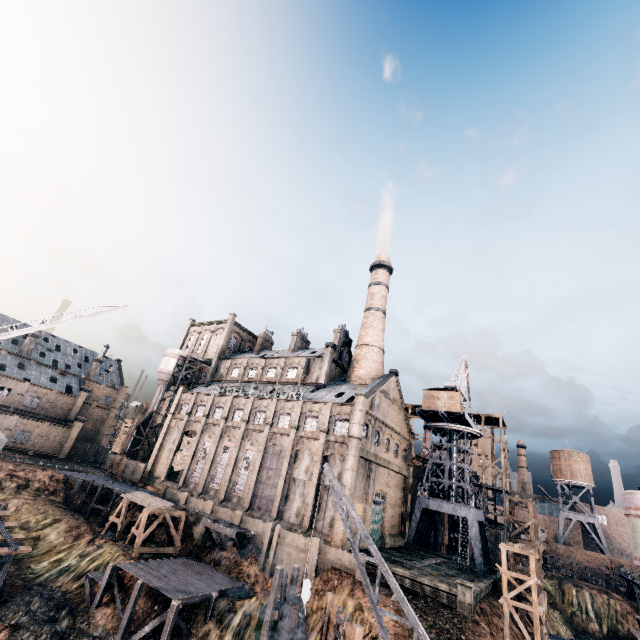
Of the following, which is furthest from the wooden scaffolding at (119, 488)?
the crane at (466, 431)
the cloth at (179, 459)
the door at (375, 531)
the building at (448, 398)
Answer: the building at (448, 398)

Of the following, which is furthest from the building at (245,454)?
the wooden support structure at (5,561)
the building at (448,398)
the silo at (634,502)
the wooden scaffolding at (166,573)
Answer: the wooden support structure at (5,561)

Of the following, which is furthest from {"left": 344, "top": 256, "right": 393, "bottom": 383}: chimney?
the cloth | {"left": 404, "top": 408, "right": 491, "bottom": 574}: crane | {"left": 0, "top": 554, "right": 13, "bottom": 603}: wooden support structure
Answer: {"left": 0, "top": 554, "right": 13, "bottom": 603}: wooden support structure

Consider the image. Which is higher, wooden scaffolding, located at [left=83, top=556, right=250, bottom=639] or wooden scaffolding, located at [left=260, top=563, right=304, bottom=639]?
wooden scaffolding, located at [left=260, top=563, right=304, bottom=639]

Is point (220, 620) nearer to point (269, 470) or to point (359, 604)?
point (359, 604)

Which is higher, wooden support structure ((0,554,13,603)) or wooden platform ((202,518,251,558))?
wooden platform ((202,518,251,558))

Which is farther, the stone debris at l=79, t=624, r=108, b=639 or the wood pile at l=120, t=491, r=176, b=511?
the wood pile at l=120, t=491, r=176, b=511

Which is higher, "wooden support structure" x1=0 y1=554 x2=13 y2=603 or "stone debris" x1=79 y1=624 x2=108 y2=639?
"wooden support structure" x1=0 y1=554 x2=13 y2=603
